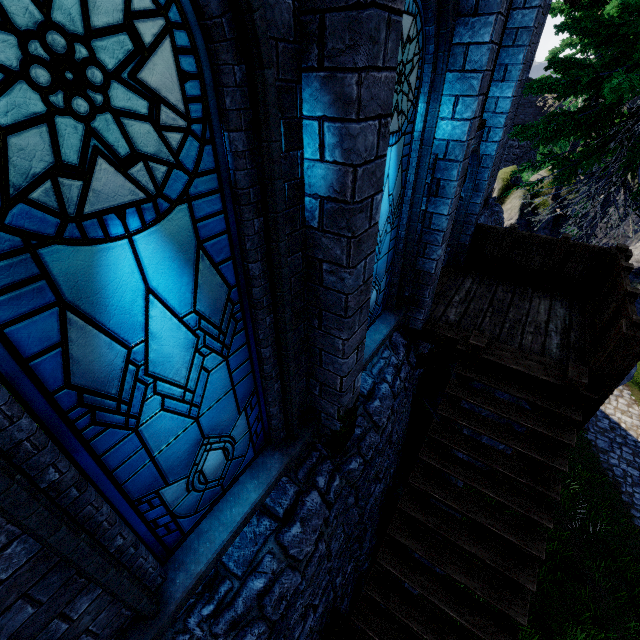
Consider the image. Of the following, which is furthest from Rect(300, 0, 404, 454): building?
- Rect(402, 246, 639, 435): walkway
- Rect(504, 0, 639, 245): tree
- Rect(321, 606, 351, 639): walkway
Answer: Rect(321, 606, 351, 639): walkway

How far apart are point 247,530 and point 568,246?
7.84m

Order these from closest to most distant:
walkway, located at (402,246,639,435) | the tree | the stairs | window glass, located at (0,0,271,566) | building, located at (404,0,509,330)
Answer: window glass, located at (0,0,271,566) < building, located at (404,0,509,330) < the stairs < walkway, located at (402,246,639,435) < the tree

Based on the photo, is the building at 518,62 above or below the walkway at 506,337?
above

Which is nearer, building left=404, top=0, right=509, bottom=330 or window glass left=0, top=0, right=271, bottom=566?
window glass left=0, top=0, right=271, bottom=566

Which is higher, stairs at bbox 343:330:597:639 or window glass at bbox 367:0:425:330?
window glass at bbox 367:0:425:330

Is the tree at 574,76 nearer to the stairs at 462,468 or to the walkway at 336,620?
the stairs at 462,468

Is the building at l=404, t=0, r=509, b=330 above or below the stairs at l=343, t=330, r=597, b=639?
above
